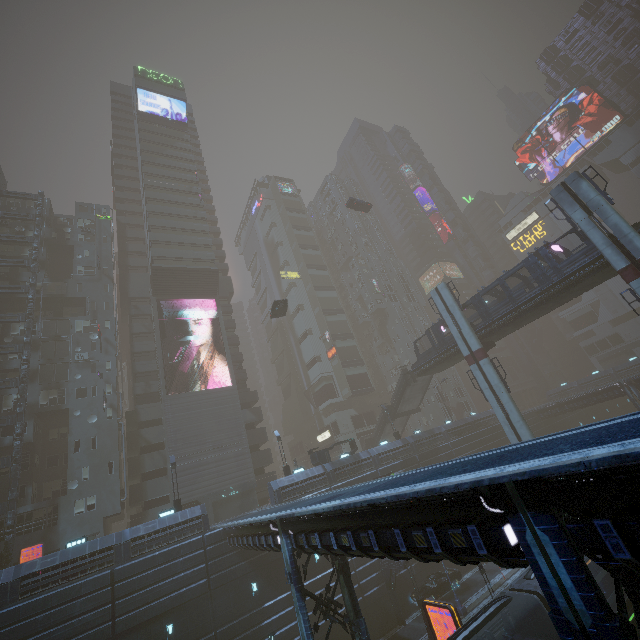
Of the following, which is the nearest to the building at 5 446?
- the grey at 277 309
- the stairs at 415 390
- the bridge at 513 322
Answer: the grey at 277 309

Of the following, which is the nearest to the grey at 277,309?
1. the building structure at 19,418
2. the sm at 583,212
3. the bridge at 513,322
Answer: the bridge at 513,322

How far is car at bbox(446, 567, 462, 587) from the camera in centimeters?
2900cm

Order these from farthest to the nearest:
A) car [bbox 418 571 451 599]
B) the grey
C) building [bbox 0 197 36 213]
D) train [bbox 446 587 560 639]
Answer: building [bbox 0 197 36 213]
the grey
car [bbox 418 571 451 599]
train [bbox 446 587 560 639]

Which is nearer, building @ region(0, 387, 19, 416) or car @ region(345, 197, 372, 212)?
building @ region(0, 387, 19, 416)

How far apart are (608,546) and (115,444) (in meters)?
42.82

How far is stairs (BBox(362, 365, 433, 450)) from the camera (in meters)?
42.43

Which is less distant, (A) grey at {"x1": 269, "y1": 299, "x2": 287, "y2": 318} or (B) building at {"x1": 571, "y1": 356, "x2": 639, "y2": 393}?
(A) grey at {"x1": 269, "y1": 299, "x2": 287, "y2": 318}
